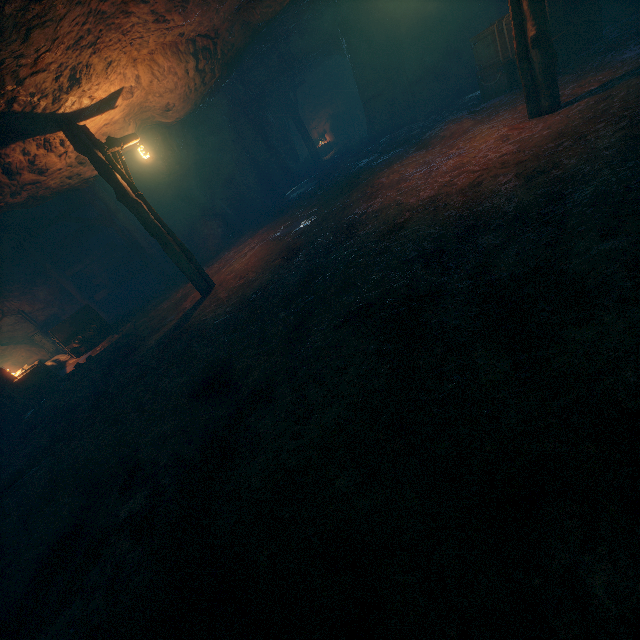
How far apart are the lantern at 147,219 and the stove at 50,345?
7.8m

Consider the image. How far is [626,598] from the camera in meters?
1.3 m

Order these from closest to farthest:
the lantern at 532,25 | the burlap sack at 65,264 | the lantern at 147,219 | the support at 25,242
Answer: the lantern at 532,25, the lantern at 147,219, the support at 25,242, the burlap sack at 65,264

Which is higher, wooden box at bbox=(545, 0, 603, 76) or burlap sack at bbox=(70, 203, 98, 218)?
burlap sack at bbox=(70, 203, 98, 218)

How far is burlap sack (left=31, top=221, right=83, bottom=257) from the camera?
12.9 meters

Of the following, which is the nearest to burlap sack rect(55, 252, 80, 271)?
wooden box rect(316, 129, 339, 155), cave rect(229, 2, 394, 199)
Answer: cave rect(229, 2, 394, 199)

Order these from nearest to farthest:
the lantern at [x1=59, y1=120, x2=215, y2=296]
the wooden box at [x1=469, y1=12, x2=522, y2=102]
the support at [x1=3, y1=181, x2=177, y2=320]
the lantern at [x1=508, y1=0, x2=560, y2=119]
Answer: the lantern at [x1=508, y1=0, x2=560, y2=119] < the lantern at [x1=59, y1=120, x2=215, y2=296] < the wooden box at [x1=469, y1=12, x2=522, y2=102] < the support at [x1=3, y1=181, x2=177, y2=320]
